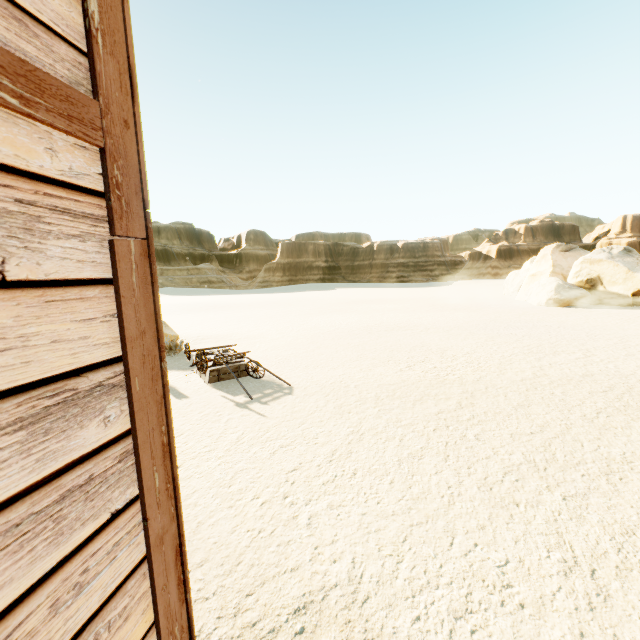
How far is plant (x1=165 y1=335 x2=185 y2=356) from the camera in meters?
13.4

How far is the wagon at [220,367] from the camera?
9.6 meters

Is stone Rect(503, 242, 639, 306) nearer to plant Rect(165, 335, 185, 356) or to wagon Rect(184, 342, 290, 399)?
wagon Rect(184, 342, 290, 399)

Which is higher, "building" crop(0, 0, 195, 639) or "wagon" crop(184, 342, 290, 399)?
"building" crop(0, 0, 195, 639)

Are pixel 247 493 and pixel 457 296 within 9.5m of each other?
no

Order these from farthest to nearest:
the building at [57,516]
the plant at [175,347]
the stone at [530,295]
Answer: the stone at [530,295] < the plant at [175,347] < the building at [57,516]

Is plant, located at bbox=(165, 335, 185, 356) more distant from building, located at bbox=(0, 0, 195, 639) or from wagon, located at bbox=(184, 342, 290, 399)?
building, located at bbox=(0, 0, 195, 639)

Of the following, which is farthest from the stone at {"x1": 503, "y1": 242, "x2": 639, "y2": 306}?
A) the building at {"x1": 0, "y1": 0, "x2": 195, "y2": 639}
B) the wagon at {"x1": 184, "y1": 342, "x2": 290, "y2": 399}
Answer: the building at {"x1": 0, "y1": 0, "x2": 195, "y2": 639}
